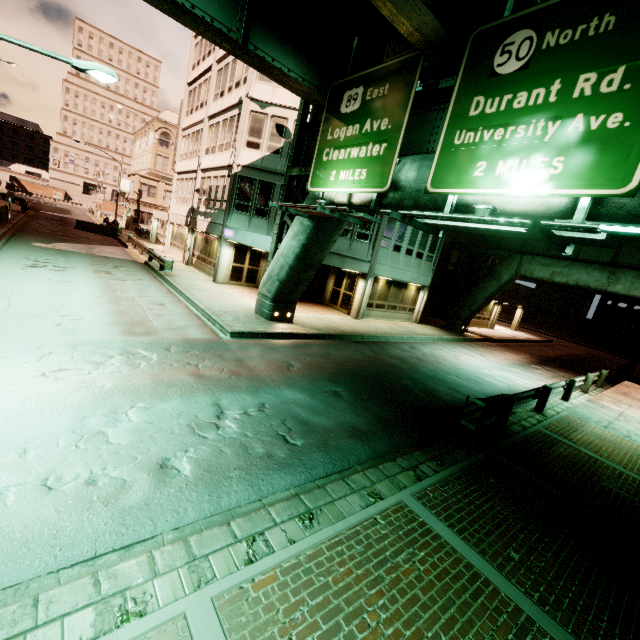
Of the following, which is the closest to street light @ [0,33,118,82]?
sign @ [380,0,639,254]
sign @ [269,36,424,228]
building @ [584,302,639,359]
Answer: sign @ [269,36,424,228]

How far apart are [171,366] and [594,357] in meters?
40.5 m

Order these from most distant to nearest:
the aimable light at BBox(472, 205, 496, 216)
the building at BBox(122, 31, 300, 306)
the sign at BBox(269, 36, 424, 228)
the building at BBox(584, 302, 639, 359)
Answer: the building at BBox(584, 302, 639, 359) < the building at BBox(122, 31, 300, 306) < the sign at BBox(269, 36, 424, 228) < the aimable light at BBox(472, 205, 496, 216)

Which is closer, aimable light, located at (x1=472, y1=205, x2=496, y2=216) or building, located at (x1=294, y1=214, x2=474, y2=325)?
aimable light, located at (x1=472, y1=205, x2=496, y2=216)

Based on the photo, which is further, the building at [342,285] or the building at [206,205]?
the building at [342,285]

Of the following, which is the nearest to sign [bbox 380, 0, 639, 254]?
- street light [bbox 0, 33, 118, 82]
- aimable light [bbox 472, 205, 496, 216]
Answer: aimable light [bbox 472, 205, 496, 216]

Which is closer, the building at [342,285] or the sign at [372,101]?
the sign at [372,101]

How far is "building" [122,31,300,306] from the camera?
19.2 meters
